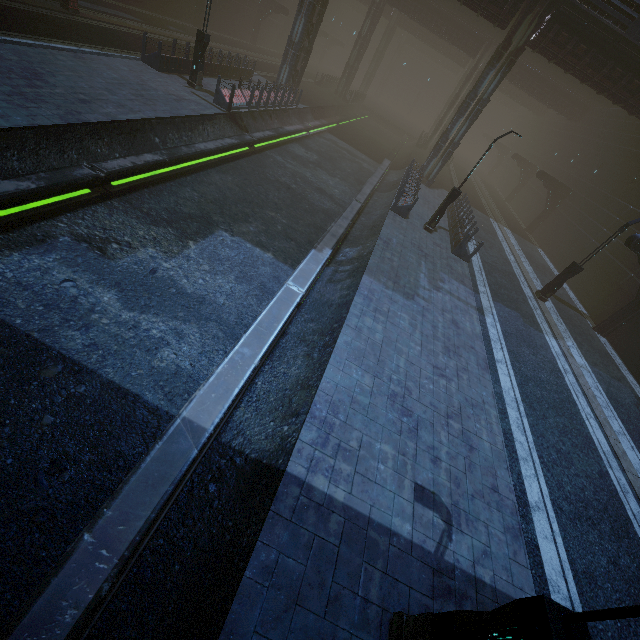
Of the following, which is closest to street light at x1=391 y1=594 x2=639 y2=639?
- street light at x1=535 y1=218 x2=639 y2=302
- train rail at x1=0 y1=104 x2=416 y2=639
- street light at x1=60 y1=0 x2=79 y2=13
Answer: train rail at x1=0 y1=104 x2=416 y2=639

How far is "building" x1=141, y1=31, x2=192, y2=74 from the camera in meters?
16.1 m

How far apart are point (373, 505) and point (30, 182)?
10.5 meters

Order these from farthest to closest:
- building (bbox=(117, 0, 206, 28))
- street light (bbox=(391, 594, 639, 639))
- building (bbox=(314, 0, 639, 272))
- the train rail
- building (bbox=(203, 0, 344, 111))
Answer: building (bbox=(117, 0, 206, 28)) → building (bbox=(314, 0, 639, 272)) → building (bbox=(203, 0, 344, 111)) → the train rail → street light (bbox=(391, 594, 639, 639))

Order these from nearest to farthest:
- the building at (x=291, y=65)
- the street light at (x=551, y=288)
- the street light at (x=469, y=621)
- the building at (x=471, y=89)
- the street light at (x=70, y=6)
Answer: the street light at (x=469, y=621), the street light at (x=551, y=288), the street light at (x=70, y=6), the building at (x=291, y=65), the building at (x=471, y=89)

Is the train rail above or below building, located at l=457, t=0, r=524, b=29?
below

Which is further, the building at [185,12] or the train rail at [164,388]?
the building at [185,12]
